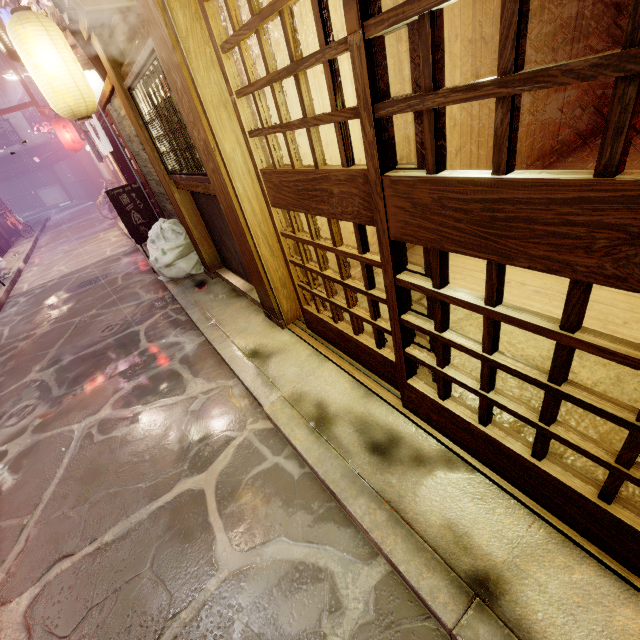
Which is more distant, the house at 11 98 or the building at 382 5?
the house at 11 98

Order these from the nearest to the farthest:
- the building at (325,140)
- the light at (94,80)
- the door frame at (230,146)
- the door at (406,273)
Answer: the door at (406,273)
the door frame at (230,146)
the building at (325,140)
the light at (94,80)

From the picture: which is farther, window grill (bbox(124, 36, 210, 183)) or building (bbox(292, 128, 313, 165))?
building (bbox(292, 128, 313, 165))

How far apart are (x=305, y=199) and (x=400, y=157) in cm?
447

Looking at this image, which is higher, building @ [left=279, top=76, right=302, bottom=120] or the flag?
the flag

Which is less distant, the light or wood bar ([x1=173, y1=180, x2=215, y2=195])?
wood bar ([x1=173, y1=180, x2=215, y2=195])

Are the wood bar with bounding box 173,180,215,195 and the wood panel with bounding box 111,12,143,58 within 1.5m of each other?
no

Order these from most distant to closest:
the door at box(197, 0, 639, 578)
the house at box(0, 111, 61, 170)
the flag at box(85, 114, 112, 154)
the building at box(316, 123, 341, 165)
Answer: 1. the house at box(0, 111, 61, 170)
2. the flag at box(85, 114, 112, 154)
3. the building at box(316, 123, 341, 165)
4. the door at box(197, 0, 639, 578)
